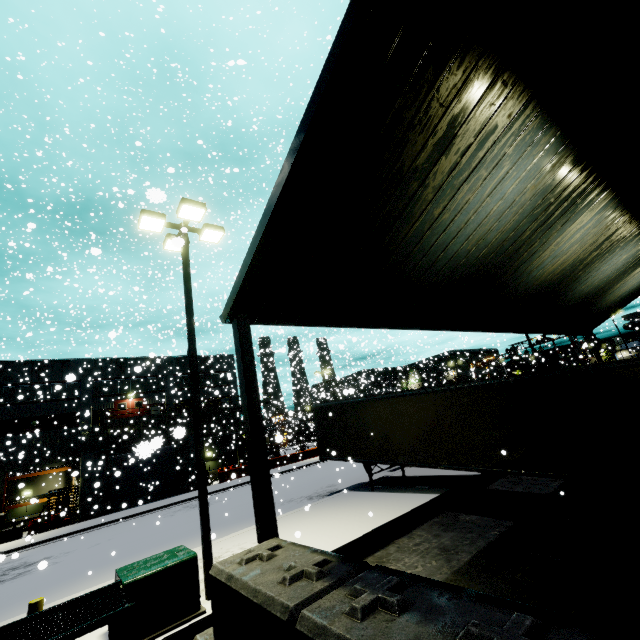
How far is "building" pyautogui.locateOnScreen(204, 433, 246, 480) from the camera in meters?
37.6

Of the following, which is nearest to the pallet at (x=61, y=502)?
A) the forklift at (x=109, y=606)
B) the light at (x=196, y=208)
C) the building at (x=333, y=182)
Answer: the building at (x=333, y=182)

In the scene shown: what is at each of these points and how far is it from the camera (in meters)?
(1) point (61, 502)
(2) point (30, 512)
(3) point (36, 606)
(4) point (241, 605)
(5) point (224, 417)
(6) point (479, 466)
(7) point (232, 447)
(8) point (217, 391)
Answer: (1) pallet, 26.31
(2) building, 28.16
(3) post, 5.56
(4) concrete block, 3.15
(5) building, 40.81
(6) semi trailer, 10.35
(7) building, 26.58
(8) building, 7.68

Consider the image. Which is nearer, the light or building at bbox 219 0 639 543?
building at bbox 219 0 639 543

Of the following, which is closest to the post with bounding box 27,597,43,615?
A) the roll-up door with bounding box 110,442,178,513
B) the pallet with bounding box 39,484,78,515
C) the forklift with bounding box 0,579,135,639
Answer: the forklift with bounding box 0,579,135,639

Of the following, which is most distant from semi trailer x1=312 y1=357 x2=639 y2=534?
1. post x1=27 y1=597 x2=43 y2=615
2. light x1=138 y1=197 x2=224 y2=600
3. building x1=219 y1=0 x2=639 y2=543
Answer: post x1=27 y1=597 x2=43 y2=615

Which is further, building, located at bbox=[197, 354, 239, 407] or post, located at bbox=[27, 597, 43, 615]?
building, located at bbox=[197, 354, 239, 407]

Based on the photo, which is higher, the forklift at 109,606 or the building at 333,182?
the building at 333,182
